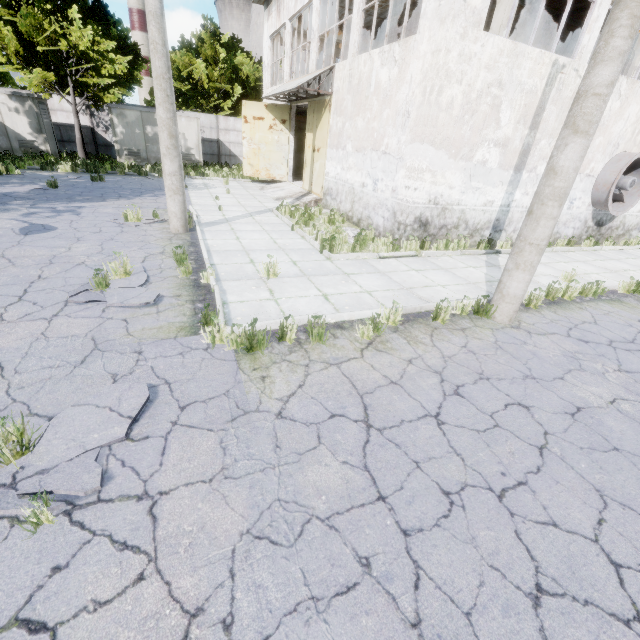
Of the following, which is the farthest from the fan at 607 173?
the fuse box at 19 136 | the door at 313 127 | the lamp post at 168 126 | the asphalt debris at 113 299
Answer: the fuse box at 19 136

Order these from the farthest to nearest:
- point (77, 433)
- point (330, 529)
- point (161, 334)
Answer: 1. point (161, 334)
2. point (77, 433)
3. point (330, 529)

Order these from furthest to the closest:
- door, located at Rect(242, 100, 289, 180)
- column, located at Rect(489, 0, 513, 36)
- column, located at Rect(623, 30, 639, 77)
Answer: door, located at Rect(242, 100, 289, 180)
column, located at Rect(623, 30, 639, 77)
column, located at Rect(489, 0, 513, 36)

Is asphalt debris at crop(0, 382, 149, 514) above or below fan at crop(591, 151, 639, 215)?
below

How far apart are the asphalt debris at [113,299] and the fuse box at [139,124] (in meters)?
19.79

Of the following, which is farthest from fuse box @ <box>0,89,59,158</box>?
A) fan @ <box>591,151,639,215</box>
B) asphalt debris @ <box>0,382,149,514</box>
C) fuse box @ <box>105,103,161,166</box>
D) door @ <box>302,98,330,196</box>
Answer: fan @ <box>591,151,639,215</box>

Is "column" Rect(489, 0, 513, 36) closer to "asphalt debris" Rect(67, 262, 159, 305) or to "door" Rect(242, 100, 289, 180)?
"door" Rect(242, 100, 289, 180)

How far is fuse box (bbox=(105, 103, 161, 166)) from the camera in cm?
2047
